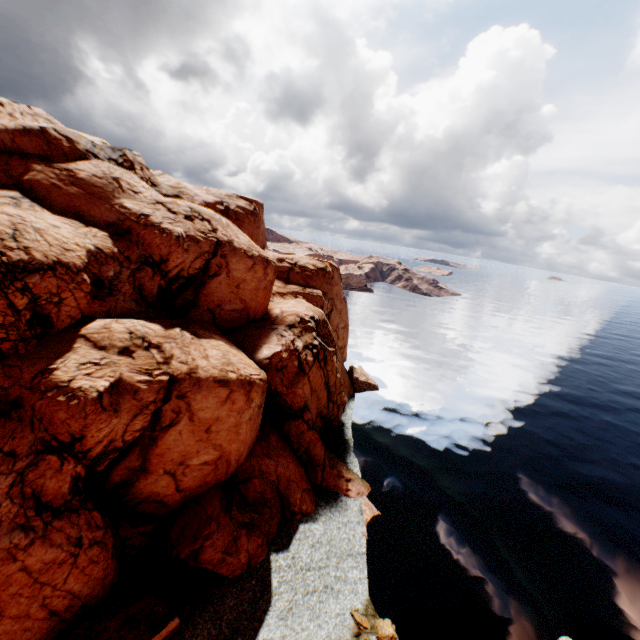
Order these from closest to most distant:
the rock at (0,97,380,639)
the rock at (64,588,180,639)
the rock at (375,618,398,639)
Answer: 1. the rock at (64,588,180,639)
2. the rock at (0,97,380,639)
3. the rock at (375,618,398,639)

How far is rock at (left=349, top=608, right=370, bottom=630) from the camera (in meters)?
22.55

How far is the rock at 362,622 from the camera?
22.5 meters

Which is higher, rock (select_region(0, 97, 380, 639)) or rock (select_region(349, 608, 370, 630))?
Result: rock (select_region(0, 97, 380, 639))

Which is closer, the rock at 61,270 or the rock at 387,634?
the rock at 61,270

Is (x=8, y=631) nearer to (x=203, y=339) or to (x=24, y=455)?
(x=24, y=455)

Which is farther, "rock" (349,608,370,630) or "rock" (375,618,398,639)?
"rock" (349,608,370,630)
